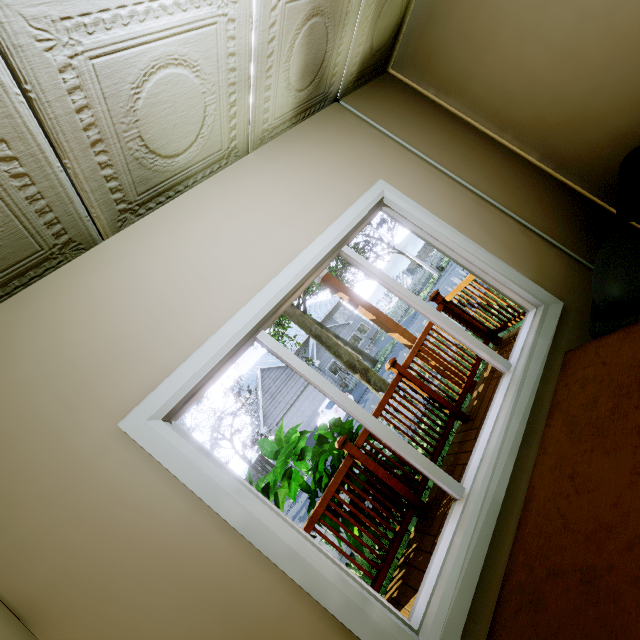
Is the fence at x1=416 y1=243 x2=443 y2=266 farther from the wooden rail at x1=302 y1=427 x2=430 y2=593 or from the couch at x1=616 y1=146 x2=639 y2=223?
the couch at x1=616 y1=146 x2=639 y2=223

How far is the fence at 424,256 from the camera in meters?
31.7

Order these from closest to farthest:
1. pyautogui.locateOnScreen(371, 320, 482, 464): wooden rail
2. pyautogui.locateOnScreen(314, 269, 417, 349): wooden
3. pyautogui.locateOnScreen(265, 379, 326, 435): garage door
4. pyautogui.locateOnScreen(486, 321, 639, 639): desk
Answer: pyautogui.locateOnScreen(486, 321, 639, 639): desk
pyautogui.locateOnScreen(371, 320, 482, 464): wooden rail
pyautogui.locateOnScreen(314, 269, 417, 349): wooden
pyautogui.locateOnScreen(265, 379, 326, 435): garage door

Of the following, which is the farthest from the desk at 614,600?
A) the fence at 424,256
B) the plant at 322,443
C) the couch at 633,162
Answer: the fence at 424,256

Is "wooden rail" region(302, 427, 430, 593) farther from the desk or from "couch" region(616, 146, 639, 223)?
the desk

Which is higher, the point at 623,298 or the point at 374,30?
the point at 374,30

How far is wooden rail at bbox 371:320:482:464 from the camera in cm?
349

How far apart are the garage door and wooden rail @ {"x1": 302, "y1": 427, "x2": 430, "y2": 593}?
20.7m
